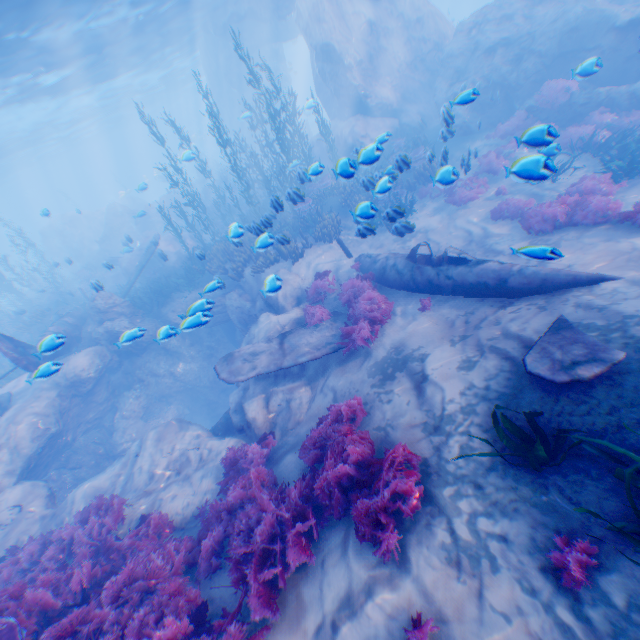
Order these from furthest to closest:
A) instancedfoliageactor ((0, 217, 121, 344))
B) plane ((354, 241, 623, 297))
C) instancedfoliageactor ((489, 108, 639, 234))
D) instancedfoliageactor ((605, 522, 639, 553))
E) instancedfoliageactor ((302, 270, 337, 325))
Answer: instancedfoliageactor ((0, 217, 121, 344))
instancedfoliageactor ((302, 270, 337, 325))
instancedfoliageactor ((489, 108, 639, 234))
plane ((354, 241, 623, 297))
instancedfoliageactor ((605, 522, 639, 553))

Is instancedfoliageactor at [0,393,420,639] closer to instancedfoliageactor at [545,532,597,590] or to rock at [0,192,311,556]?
rock at [0,192,311,556]

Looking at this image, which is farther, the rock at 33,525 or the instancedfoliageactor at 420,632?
the rock at 33,525

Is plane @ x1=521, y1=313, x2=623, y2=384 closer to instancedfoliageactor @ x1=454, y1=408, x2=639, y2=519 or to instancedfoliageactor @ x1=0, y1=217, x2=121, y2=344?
instancedfoliageactor @ x1=454, y1=408, x2=639, y2=519

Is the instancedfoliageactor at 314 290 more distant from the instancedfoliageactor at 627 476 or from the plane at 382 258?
the instancedfoliageactor at 627 476

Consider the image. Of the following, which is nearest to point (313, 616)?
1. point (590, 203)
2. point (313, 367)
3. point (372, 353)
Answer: point (372, 353)

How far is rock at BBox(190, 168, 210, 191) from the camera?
39.0 meters

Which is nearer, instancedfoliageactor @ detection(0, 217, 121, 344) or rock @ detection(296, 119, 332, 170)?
instancedfoliageactor @ detection(0, 217, 121, 344)
